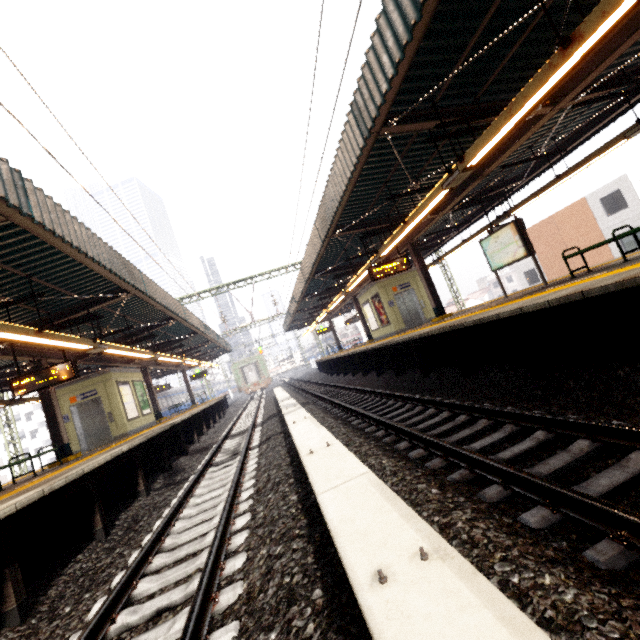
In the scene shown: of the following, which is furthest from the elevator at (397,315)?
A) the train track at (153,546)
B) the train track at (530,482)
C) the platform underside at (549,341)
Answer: the train track at (153,546)

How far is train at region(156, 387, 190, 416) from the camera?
32.07m

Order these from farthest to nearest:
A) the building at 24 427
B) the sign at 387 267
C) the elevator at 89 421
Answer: the building at 24 427
the elevator at 89 421
the sign at 387 267

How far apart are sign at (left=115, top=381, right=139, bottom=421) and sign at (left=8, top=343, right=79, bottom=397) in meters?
5.1

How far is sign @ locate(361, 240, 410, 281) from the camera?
11.12m

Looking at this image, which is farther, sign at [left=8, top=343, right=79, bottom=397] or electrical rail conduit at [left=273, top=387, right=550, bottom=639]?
sign at [left=8, top=343, right=79, bottom=397]

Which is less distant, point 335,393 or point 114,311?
point 114,311

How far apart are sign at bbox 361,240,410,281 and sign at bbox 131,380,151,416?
12.3 meters
